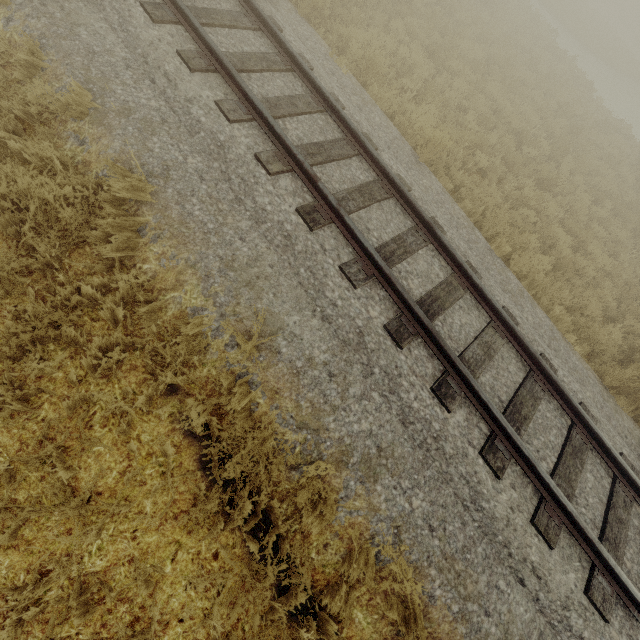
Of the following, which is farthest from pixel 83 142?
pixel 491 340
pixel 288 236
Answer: pixel 491 340
